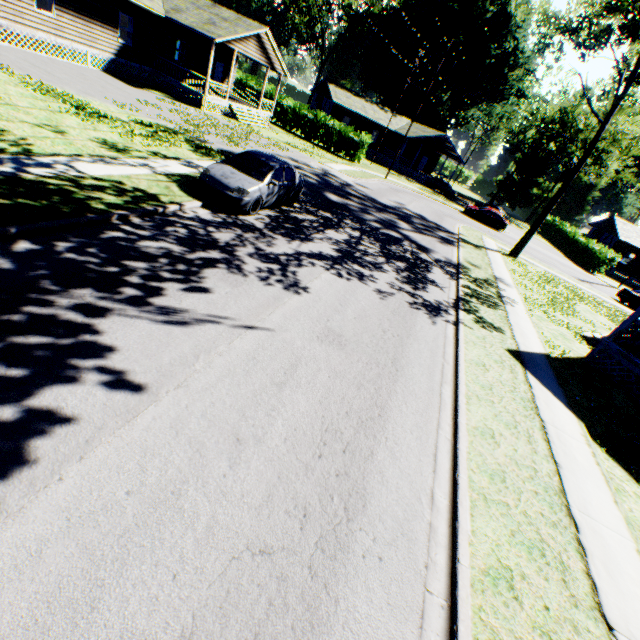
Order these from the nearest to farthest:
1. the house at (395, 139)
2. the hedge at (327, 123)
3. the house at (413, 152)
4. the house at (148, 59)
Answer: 1. the house at (148, 59)
2. the hedge at (327, 123)
3. the house at (413, 152)
4. the house at (395, 139)

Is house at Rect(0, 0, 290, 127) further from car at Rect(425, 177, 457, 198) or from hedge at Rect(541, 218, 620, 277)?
hedge at Rect(541, 218, 620, 277)

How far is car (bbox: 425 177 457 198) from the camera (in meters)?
43.91

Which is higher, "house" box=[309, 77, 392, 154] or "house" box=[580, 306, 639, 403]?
"house" box=[309, 77, 392, 154]

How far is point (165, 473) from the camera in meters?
3.7 m

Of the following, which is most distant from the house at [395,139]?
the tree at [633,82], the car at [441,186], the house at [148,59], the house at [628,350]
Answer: the house at [628,350]

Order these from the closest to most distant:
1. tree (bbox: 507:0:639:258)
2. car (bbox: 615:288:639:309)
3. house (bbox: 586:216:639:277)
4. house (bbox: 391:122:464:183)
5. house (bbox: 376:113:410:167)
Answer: tree (bbox: 507:0:639:258)
car (bbox: 615:288:639:309)
house (bbox: 586:216:639:277)
house (bbox: 391:122:464:183)
house (bbox: 376:113:410:167)

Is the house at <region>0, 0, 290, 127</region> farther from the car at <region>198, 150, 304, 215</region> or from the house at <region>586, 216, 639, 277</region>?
the house at <region>586, 216, 639, 277</region>
